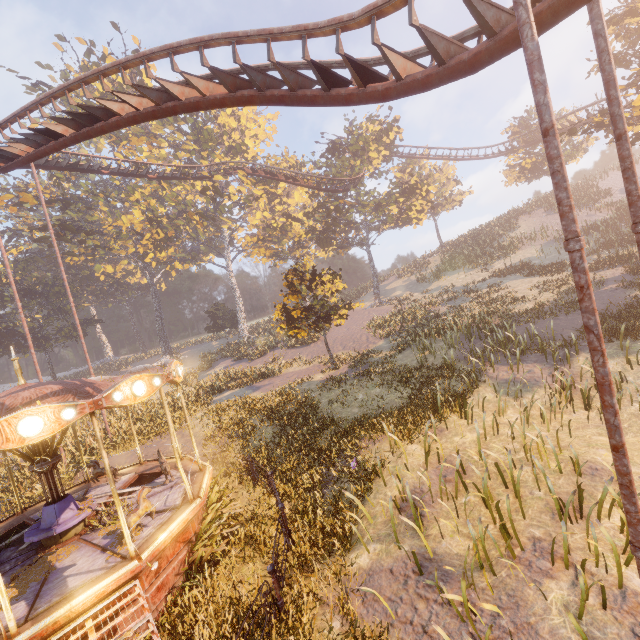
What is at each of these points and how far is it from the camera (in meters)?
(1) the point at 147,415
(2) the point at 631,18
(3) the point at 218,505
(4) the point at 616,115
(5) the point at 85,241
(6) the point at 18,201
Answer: (1) instancedfoliageactor, 19.62
(2) tree, 16.33
(3) instancedfoliageactor, 9.88
(4) metal pole, 4.80
(5) instancedfoliageactor, 37.53
(6) instancedfoliageactor, 33.22

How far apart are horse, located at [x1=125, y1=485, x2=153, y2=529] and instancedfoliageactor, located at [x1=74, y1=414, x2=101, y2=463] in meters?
12.6 m

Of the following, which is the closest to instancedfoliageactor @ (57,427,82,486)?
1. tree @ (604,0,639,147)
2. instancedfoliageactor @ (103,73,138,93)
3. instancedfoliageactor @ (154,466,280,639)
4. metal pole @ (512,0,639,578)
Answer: instancedfoliageactor @ (103,73,138,93)

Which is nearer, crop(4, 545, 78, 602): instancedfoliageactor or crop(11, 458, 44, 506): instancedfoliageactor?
crop(4, 545, 78, 602): instancedfoliageactor

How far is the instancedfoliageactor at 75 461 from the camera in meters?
15.2 m

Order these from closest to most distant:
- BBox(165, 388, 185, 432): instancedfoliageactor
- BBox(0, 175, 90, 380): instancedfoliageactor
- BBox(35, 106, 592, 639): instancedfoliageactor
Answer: BBox(35, 106, 592, 639): instancedfoliageactor < BBox(165, 388, 185, 432): instancedfoliageactor < BBox(0, 175, 90, 380): instancedfoliageactor

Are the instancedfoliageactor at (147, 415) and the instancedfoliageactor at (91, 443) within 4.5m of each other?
yes

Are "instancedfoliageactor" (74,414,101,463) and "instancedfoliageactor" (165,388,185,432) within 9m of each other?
yes
